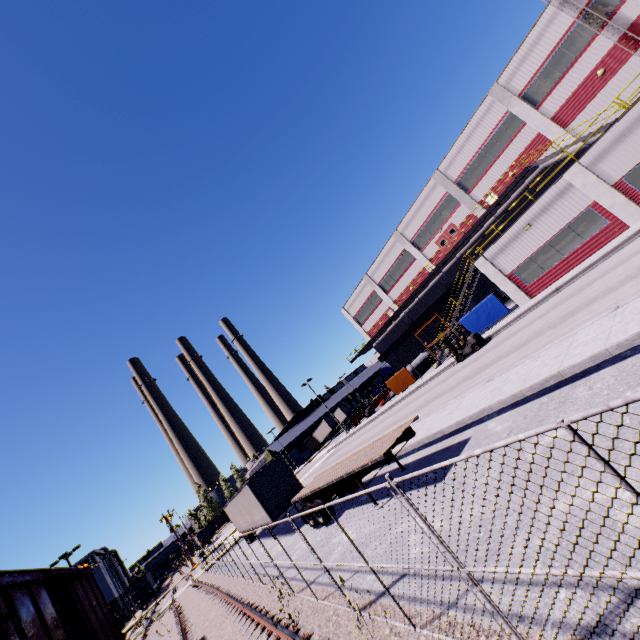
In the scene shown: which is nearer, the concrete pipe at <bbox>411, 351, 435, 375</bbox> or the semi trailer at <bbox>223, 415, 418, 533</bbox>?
the semi trailer at <bbox>223, 415, 418, 533</bbox>

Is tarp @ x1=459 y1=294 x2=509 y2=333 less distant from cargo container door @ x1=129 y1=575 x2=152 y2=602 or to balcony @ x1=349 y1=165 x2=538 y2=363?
balcony @ x1=349 y1=165 x2=538 y2=363

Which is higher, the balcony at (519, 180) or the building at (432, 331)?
the balcony at (519, 180)

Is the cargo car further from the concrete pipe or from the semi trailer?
the concrete pipe

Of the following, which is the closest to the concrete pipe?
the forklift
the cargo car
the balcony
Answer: the balcony

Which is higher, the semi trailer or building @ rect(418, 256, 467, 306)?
building @ rect(418, 256, 467, 306)

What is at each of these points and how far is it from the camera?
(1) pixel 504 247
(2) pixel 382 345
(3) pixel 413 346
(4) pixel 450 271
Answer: (1) building, 24.34m
(2) building, 48.41m
(3) building, 44.38m
(4) building, 36.44m

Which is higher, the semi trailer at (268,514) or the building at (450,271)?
the building at (450,271)
